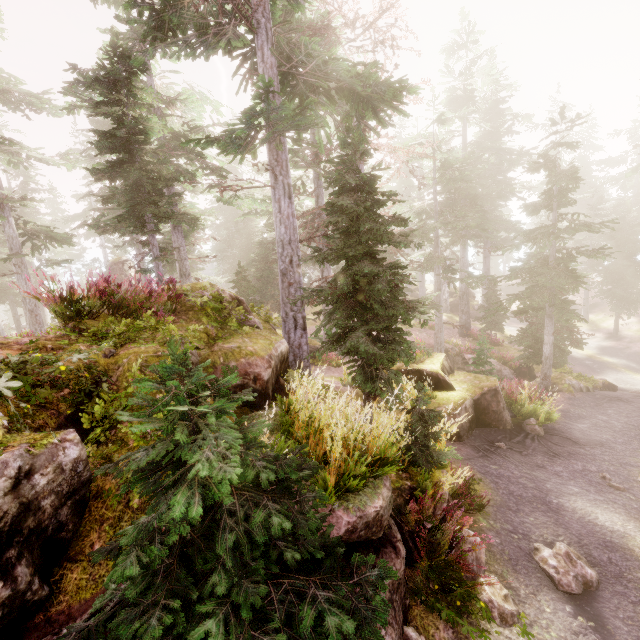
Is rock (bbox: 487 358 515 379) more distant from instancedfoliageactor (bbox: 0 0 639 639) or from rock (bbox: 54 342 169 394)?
rock (bbox: 54 342 169 394)

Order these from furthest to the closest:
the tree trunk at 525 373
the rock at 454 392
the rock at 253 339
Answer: the tree trunk at 525 373
the rock at 454 392
the rock at 253 339

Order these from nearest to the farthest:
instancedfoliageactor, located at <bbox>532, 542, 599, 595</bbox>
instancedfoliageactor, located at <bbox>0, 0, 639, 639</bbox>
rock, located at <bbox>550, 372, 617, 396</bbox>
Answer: instancedfoliageactor, located at <bbox>0, 0, 639, 639</bbox>, instancedfoliageactor, located at <bbox>532, 542, 599, 595</bbox>, rock, located at <bbox>550, 372, 617, 396</bbox>

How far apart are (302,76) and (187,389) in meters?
9.5

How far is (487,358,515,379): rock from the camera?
22.1m

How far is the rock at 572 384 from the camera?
15.10m

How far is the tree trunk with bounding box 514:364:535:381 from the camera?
21.78m

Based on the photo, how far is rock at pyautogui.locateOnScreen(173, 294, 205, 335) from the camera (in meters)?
7.19
